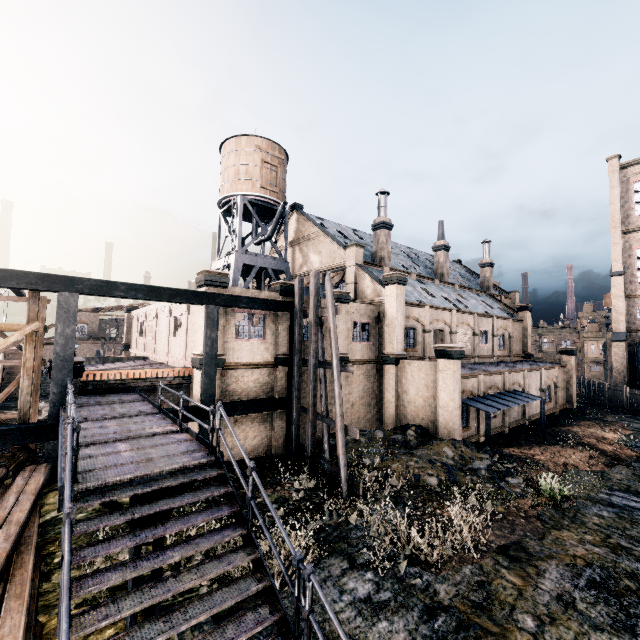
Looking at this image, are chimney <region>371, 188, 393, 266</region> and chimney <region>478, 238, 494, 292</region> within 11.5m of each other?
no

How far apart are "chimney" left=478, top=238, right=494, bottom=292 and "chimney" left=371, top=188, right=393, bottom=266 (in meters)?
22.03

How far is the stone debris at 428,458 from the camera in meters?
15.5 m

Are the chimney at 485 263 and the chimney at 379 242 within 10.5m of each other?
no

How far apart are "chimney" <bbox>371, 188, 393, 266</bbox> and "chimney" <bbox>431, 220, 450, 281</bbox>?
9.45m

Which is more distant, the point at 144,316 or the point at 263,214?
the point at 263,214

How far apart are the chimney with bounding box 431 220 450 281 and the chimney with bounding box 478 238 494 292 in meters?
10.8 m

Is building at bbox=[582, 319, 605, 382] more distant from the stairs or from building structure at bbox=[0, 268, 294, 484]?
the stairs
